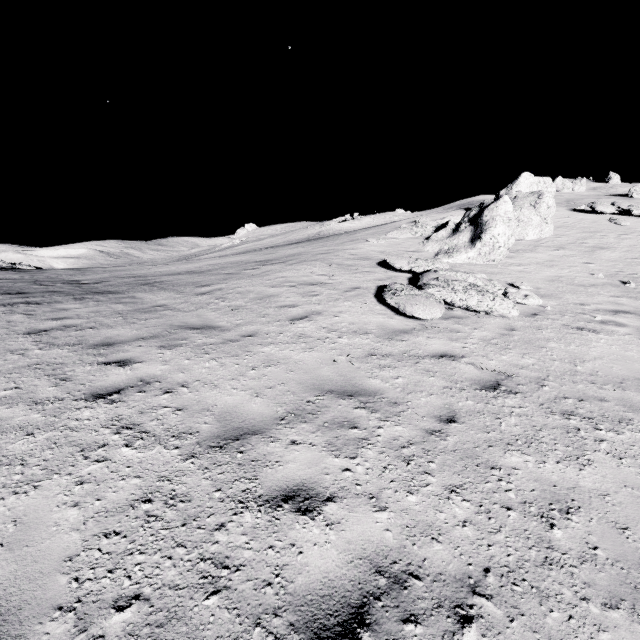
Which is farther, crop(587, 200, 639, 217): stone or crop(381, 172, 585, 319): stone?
crop(587, 200, 639, 217): stone

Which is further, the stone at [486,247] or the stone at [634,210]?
the stone at [634,210]

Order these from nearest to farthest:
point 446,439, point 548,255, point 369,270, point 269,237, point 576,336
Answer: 1. point 446,439
2. point 576,336
3. point 369,270
4. point 548,255
5. point 269,237

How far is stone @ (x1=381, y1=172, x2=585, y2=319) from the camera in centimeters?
780cm

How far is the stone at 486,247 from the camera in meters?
7.8
